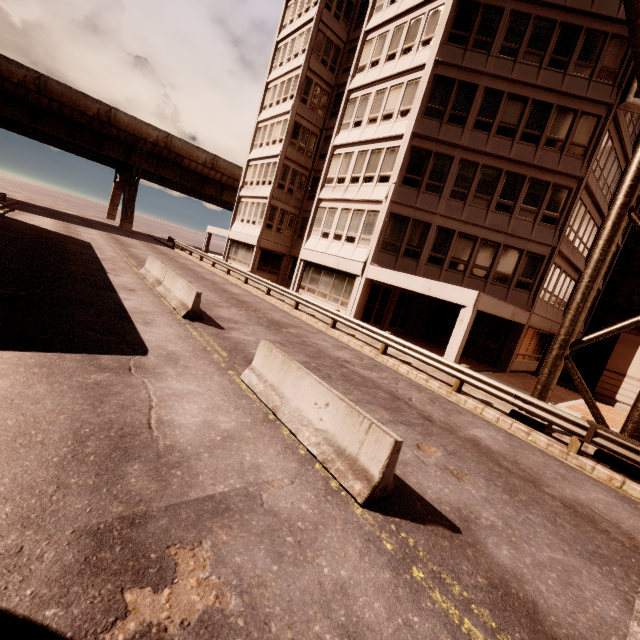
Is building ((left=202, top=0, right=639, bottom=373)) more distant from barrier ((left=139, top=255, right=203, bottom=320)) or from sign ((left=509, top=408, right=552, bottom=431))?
barrier ((left=139, top=255, right=203, bottom=320))

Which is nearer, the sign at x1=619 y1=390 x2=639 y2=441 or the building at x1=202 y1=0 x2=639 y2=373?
the sign at x1=619 y1=390 x2=639 y2=441

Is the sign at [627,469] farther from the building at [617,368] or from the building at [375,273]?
the building at [617,368]

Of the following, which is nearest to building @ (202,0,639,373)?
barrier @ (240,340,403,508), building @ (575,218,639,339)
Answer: building @ (575,218,639,339)

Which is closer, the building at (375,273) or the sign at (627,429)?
the sign at (627,429)

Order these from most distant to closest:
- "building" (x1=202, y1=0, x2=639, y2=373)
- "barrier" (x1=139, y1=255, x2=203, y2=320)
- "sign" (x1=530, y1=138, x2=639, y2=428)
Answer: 1. "building" (x1=202, y1=0, x2=639, y2=373)
2. "barrier" (x1=139, y1=255, x2=203, y2=320)
3. "sign" (x1=530, y1=138, x2=639, y2=428)

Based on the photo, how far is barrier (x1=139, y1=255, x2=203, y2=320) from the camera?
10.90m

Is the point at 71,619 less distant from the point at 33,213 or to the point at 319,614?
the point at 319,614
